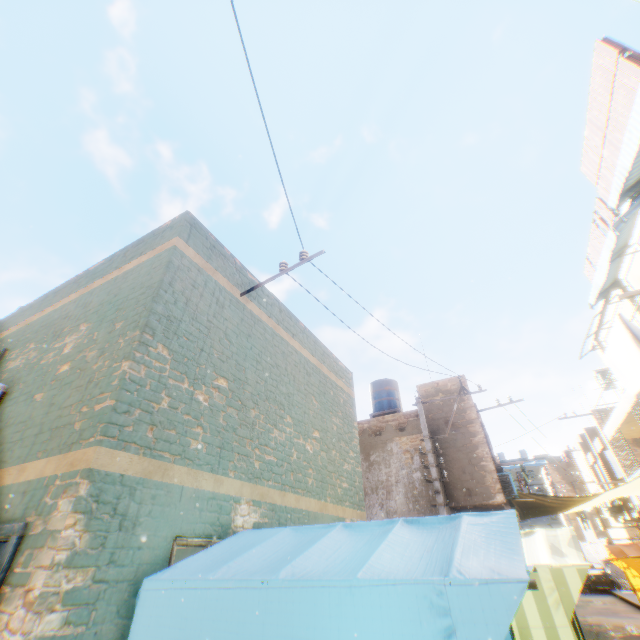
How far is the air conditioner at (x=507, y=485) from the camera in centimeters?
1211cm

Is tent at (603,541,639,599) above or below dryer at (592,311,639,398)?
below

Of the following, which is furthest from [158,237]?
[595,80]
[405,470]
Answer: [595,80]

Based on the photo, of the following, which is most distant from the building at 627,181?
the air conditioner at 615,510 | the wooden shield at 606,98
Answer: the wooden shield at 606,98

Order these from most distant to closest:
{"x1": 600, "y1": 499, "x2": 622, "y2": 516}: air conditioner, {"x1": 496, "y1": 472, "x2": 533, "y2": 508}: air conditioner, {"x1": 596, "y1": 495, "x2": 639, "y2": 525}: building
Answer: {"x1": 600, "y1": 499, "x2": 622, "y2": 516}: air conditioner < {"x1": 596, "y1": 495, "x2": 639, "y2": 525}: building < {"x1": 496, "y1": 472, "x2": 533, "y2": 508}: air conditioner

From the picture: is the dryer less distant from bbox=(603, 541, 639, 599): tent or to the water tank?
bbox=(603, 541, 639, 599): tent

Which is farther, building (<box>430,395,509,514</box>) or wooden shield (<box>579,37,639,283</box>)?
building (<box>430,395,509,514</box>)

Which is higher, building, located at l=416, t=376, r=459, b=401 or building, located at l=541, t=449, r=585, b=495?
building, located at l=541, t=449, r=585, b=495
